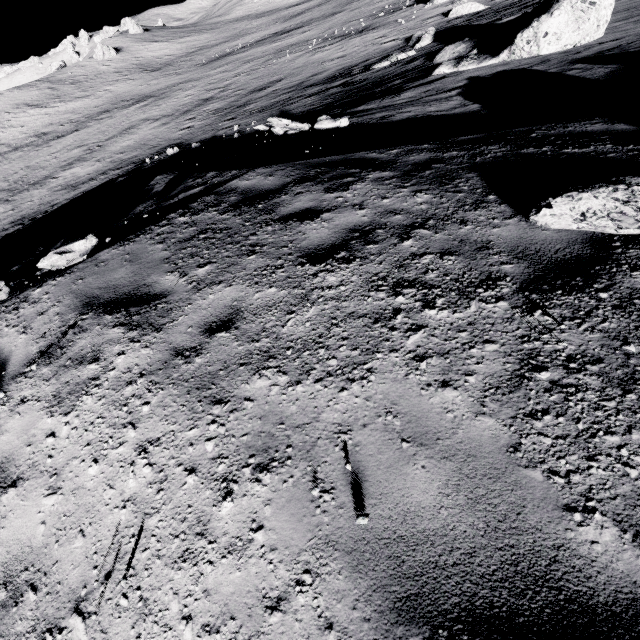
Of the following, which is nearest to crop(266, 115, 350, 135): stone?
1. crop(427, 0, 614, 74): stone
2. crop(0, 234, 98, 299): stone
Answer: crop(0, 234, 98, 299): stone

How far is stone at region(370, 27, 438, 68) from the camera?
21.8m

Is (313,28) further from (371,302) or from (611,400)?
(611,400)

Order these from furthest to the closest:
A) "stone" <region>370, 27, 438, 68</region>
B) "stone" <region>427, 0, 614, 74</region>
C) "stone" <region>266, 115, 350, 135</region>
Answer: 1. "stone" <region>370, 27, 438, 68</region>
2. "stone" <region>427, 0, 614, 74</region>
3. "stone" <region>266, 115, 350, 135</region>

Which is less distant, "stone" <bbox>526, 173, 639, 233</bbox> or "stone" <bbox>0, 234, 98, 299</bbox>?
"stone" <bbox>526, 173, 639, 233</bbox>

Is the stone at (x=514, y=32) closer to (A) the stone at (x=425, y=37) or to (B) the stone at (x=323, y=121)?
(A) the stone at (x=425, y=37)

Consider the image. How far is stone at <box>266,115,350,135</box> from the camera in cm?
990

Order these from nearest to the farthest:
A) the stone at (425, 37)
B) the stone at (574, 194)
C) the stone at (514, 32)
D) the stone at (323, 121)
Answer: the stone at (574, 194), the stone at (323, 121), the stone at (514, 32), the stone at (425, 37)
